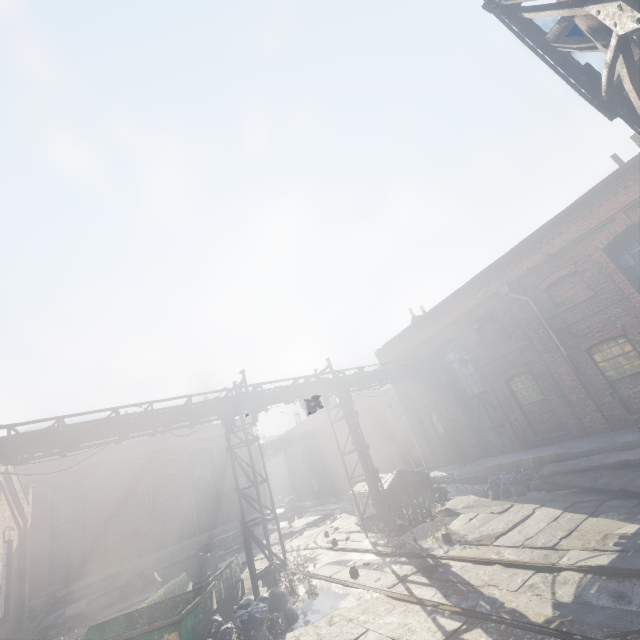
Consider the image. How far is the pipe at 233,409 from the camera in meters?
11.1

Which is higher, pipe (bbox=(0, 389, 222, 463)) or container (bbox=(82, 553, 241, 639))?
pipe (bbox=(0, 389, 222, 463))

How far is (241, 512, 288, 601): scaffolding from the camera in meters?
9.6

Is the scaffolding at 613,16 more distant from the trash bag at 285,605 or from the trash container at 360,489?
the trash container at 360,489

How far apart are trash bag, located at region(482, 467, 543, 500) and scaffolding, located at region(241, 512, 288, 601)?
7.6 meters

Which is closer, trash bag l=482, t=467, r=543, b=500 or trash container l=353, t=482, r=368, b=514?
trash bag l=482, t=467, r=543, b=500

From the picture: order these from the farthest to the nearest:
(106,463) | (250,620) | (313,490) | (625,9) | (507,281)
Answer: (313,490), (106,463), (507,281), (250,620), (625,9)

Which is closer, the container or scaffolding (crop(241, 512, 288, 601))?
the container
